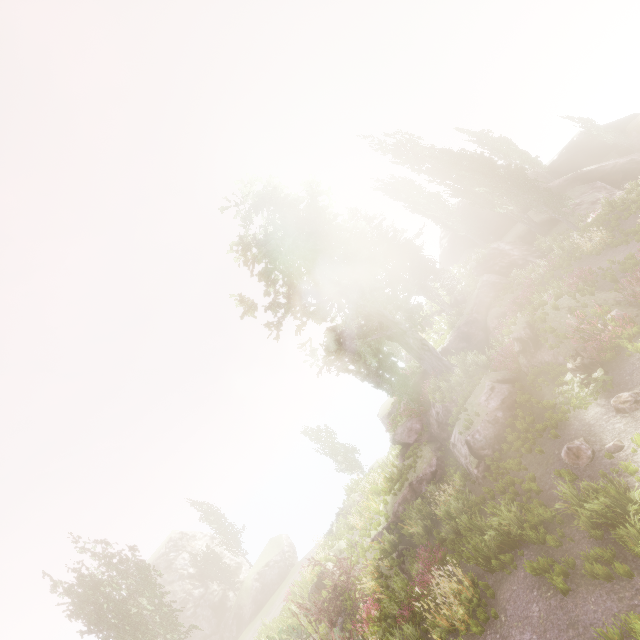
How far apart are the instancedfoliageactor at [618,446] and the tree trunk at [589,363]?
2.1m

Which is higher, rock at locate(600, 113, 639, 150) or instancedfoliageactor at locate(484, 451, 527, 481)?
rock at locate(600, 113, 639, 150)

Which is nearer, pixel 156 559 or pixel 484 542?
pixel 484 542

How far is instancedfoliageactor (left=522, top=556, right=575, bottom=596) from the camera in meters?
7.2

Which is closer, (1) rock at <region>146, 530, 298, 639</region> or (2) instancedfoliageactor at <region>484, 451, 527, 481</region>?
(2) instancedfoliageactor at <region>484, 451, 527, 481</region>

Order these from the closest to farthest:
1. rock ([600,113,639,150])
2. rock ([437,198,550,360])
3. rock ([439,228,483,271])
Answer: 1. rock ([437,198,550,360])
2. rock ([600,113,639,150])
3. rock ([439,228,483,271])

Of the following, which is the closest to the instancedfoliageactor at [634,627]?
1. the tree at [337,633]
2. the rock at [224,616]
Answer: the rock at [224,616]

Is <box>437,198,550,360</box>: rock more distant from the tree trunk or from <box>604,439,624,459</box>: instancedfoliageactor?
<box>604,439,624,459</box>: instancedfoliageactor
